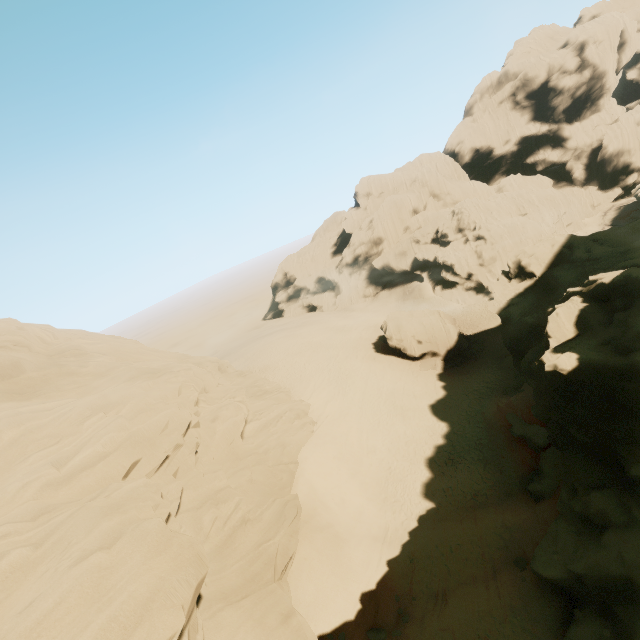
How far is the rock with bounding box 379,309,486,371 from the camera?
37.4 meters

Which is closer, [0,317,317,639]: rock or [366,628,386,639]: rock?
[0,317,317,639]: rock

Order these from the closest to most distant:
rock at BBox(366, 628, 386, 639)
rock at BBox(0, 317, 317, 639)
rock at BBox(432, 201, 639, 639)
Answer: rock at BBox(0, 317, 317, 639) → rock at BBox(432, 201, 639, 639) → rock at BBox(366, 628, 386, 639)

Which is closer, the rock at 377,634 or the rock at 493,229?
the rock at 493,229

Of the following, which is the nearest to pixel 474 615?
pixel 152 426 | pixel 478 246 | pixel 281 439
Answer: pixel 281 439

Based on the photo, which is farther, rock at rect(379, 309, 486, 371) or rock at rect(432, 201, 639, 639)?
rock at rect(379, 309, 486, 371)

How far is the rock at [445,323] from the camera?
37.4m
